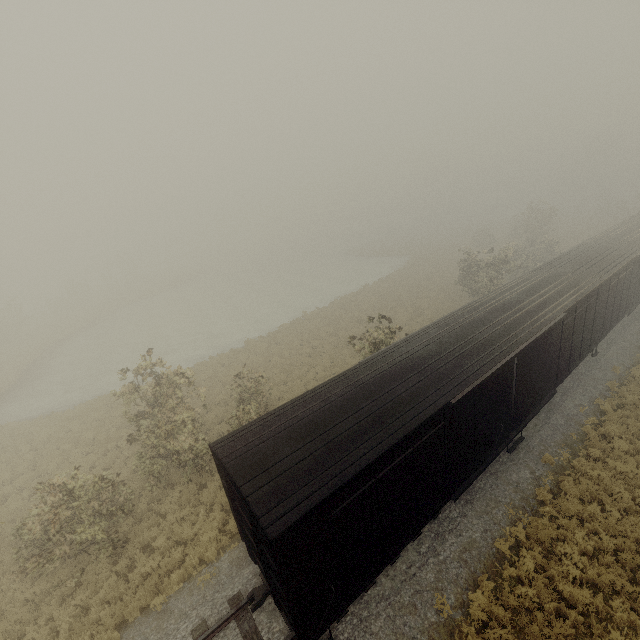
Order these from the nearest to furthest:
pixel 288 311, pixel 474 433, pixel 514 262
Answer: pixel 474 433 < pixel 514 262 < pixel 288 311

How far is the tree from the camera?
53.2 meters

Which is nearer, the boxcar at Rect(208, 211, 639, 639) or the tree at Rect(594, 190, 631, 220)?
the boxcar at Rect(208, 211, 639, 639)

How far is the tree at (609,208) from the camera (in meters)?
53.22

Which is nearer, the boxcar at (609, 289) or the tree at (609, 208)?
the boxcar at (609, 289)
